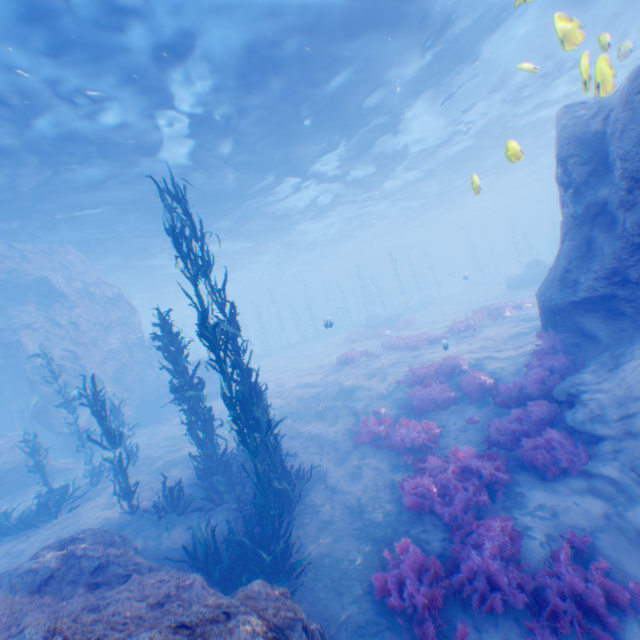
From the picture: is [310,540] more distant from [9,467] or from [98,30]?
[9,467]

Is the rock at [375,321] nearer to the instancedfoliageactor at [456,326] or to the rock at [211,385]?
the rock at [211,385]

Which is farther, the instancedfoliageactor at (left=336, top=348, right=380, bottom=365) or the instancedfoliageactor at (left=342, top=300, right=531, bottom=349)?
the instancedfoliageactor at (left=336, top=348, right=380, bottom=365)

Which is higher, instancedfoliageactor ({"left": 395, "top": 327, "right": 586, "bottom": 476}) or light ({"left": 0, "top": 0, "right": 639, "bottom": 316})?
light ({"left": 0, "top": 0, "right": 639, "bottom": 316})

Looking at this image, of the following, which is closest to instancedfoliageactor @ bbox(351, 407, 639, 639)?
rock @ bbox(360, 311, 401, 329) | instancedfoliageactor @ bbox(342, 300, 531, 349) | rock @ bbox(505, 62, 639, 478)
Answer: rock @ bbox(505, 62, 639, 478)

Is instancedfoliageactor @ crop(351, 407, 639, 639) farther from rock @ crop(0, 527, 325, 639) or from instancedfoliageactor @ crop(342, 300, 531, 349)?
instancedfoliageactor @ crop(342, 300, 531, 349)

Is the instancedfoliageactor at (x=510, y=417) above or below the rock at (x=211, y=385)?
below

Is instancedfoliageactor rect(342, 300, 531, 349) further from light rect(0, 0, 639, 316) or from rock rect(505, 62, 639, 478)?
light rect(0, 0, 639, 316)
